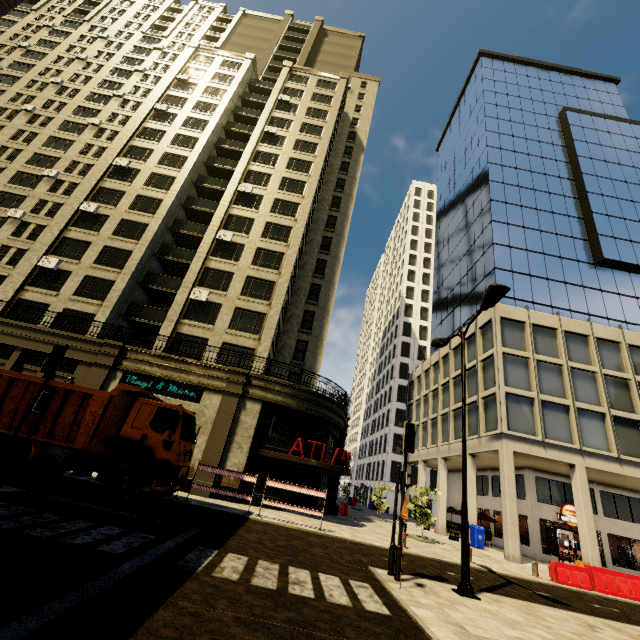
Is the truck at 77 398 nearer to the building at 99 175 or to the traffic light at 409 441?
the building at 99 175

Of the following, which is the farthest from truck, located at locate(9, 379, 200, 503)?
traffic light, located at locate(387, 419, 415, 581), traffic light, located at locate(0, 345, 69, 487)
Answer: traffic light, located at locate(387, 419, 415, 581)

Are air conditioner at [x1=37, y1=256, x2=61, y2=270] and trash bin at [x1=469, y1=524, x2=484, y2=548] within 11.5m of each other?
no

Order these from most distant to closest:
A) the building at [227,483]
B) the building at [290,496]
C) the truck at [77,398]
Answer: the building at [290,496] < the building at [227,483] < the truck at [77,398]

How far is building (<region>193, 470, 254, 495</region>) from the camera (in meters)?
16.84

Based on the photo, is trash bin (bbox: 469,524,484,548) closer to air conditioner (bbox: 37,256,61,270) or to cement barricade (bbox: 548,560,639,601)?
cement barricade (bbox: 548,560,639,601)

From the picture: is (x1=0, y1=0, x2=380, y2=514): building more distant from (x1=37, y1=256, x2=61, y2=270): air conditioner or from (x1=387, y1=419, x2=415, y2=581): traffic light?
(x1=387, y1=419, x2=415, y2=581): traffic light

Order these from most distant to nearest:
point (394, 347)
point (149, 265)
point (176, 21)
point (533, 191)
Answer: point (394, 347)
point (176, 21)
point (533, 191)
point (149, 265)
